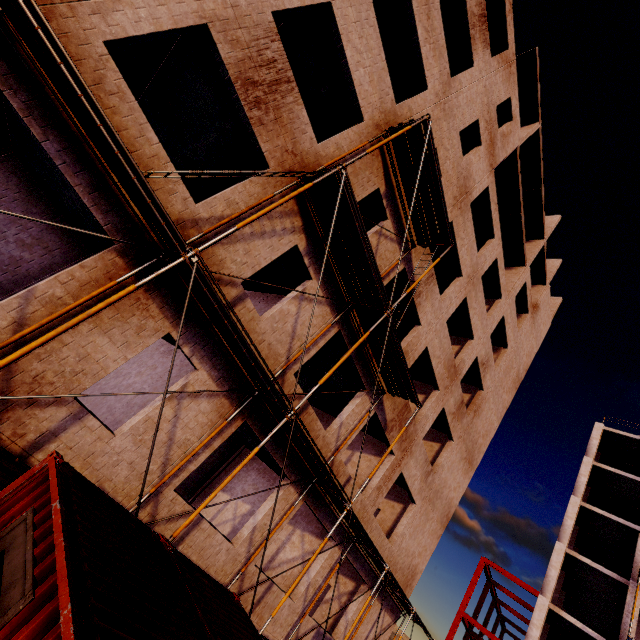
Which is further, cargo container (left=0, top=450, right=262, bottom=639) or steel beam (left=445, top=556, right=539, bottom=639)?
steel beam (left=445, top=556, right=539, bottom=639)

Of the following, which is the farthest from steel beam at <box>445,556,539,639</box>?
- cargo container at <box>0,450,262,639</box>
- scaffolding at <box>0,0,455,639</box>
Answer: cargo container at <box>0,450,262,639</box>

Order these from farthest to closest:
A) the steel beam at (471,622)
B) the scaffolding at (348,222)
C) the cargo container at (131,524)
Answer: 1. the steel beam at (471,622)
2. the scaffolding at (348,222)
3. the cargo container at (131,524)

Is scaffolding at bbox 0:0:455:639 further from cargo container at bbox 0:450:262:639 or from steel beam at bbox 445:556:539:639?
steel beam at bbox 445:556:539:639

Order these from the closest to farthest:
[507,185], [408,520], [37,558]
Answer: [37,558] < [408,520] < [507,185]

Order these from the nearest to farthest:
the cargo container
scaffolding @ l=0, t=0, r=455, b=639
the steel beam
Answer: the cargo container < scaffolding @ l=0, t=0, r=455, b=639 < the steel beam

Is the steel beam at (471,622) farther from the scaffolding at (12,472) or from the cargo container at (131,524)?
the cargo container at (131,524)
